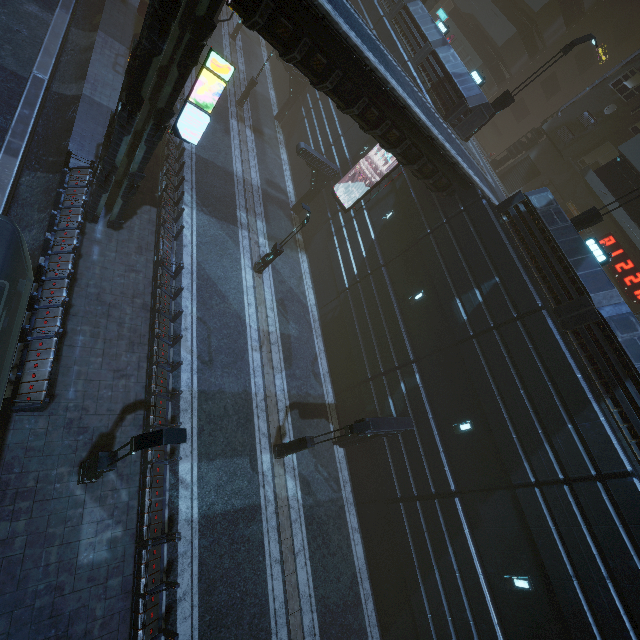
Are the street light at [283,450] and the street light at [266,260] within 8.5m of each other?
no

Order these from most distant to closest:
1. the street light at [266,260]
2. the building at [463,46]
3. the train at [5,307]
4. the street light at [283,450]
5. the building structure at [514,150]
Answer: the building structure at [514,150] < the street light at [266,260] < the street light at [283,450] < the building at [463,46] < the train at [5,307]

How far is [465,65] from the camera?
30.70m

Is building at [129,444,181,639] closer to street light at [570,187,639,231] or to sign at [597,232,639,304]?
sign at [597,232,639,304]

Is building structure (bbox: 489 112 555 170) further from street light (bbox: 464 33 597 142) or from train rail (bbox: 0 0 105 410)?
train rail (bbox: 0 0 105 410)

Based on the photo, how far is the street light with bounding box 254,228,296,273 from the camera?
18.4m

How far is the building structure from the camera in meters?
25.7 m

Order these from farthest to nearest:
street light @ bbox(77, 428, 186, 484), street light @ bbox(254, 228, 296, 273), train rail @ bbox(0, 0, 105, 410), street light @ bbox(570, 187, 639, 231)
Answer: street light @ bbox(254, 228, 296, 273)
street light @ bbox(570, 187, 639, 231)
train rail @ bbox(0, 0, 105, 410)
street light @ bbox(77, 428, 186, 484)
